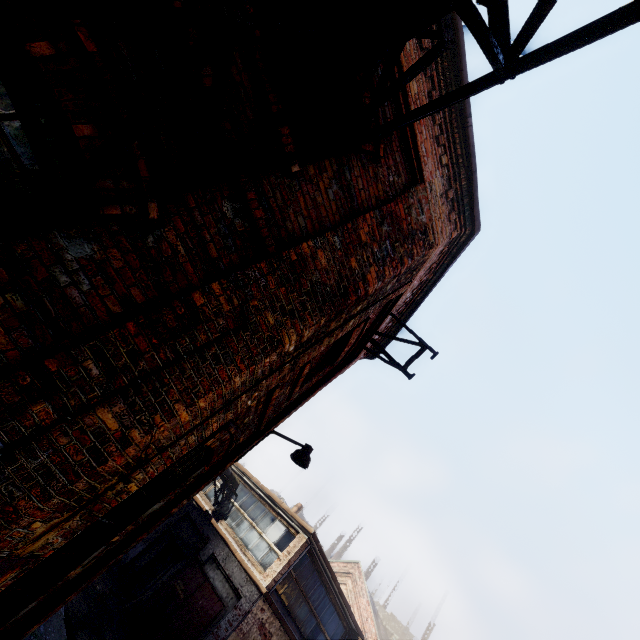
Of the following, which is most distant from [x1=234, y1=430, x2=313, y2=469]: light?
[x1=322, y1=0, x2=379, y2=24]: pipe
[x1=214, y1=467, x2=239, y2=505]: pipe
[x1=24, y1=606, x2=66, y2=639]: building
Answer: [x1=214, y1=467, x2=239, y2=505]: pipe

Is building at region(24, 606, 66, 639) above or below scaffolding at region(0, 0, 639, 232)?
below

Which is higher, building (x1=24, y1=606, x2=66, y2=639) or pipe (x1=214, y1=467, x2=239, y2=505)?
pipe (x1=214, y1=467, x2=239, y2=505)

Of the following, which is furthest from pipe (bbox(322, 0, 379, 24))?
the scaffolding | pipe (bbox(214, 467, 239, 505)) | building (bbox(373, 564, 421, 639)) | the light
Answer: building (bbox(373, 564, 421, 639))

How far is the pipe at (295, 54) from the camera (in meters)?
2.63

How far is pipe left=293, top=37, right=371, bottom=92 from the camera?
2.49m

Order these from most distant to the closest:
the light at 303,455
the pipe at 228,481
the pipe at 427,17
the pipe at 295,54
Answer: the pipe at 228,481, the light at 303,455, the pipe at 295,54, the pipe at 427,17

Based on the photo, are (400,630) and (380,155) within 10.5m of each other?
no
